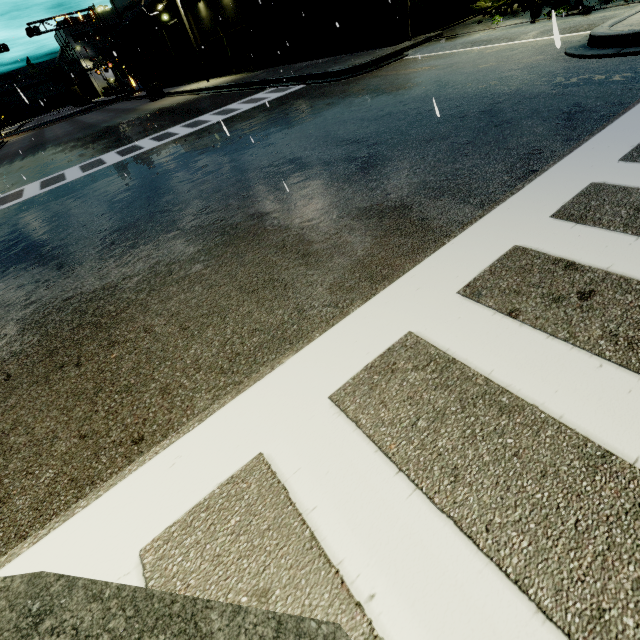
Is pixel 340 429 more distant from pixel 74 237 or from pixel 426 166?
pixel 74 237

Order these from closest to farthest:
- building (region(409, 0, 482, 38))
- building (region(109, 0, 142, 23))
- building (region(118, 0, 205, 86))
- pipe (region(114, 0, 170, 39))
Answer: building (region(409, 0, 482, 38)) < pipe (region(114, 0, 170, 39)) < building (region(118, 0, 205, 86)) < building (region(109, 0, 142, 23))

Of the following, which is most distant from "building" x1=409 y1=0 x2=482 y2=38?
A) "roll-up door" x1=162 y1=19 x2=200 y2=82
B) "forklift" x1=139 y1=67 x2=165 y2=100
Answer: "forklift" x1=139 y1=67 x2=165 y2=100

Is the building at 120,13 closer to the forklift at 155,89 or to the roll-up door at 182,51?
the roll-up door at 182,51

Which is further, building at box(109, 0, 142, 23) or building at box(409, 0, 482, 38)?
building at box(109, 0, 142, 23)

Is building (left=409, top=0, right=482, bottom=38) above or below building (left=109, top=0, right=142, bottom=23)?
below

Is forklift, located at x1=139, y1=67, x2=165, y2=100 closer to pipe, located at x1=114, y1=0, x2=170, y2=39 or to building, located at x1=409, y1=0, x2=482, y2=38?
pipe, located at x1=114, y1=0, x2=170, y2=39

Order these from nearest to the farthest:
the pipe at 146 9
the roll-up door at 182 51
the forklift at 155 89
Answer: the pipe at 146 9, the forklift at 155 89, the roll-up door at 182 51
